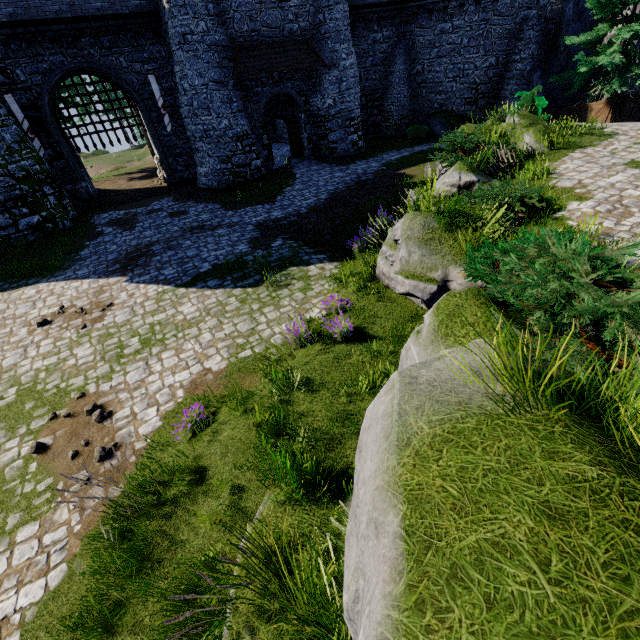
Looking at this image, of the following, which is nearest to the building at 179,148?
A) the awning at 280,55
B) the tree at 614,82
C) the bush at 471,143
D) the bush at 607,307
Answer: the awning at 280,55

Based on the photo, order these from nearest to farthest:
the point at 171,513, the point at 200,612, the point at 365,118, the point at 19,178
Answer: the point at 200,612 → the point at 171,513 → the point at 19,178 → the point at 365,118

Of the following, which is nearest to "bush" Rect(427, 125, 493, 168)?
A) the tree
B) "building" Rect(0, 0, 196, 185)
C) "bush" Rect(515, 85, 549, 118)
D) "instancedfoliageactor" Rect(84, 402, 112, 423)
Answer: "bush" Rect(515, 85, 549, 118)

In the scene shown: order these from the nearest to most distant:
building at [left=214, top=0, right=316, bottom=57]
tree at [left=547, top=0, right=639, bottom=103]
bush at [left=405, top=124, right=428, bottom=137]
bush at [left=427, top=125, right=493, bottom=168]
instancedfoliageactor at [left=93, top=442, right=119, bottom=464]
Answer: instancedfoliageactor at [left=93, top=442, right=119, bottom=464] → bush at [left=427, top=125, right=493, bottom=168] → tree at [left=547, top=0, right=639, bottom=103] → building at [left=214, top=0, right=316, bottom=57] → bush at [left=405, top=124, right=428, bottom=137]

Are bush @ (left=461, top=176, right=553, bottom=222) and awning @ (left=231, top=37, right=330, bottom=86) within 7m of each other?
no

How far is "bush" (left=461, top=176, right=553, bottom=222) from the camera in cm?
700

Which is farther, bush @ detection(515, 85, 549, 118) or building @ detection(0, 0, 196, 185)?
building @ detection(0, 0, 196, 185)

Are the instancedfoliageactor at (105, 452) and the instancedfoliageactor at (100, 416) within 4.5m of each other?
yes
